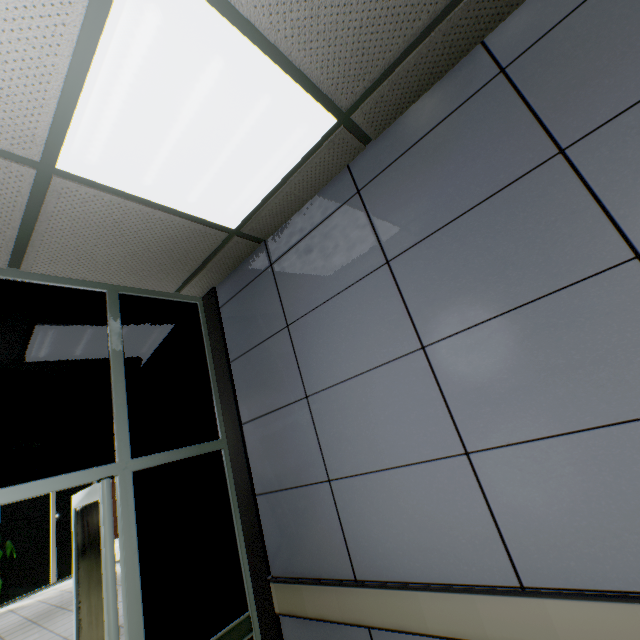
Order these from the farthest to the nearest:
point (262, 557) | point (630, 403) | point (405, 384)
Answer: point (262, 557) → point (405, 384) → point (630, 403)
